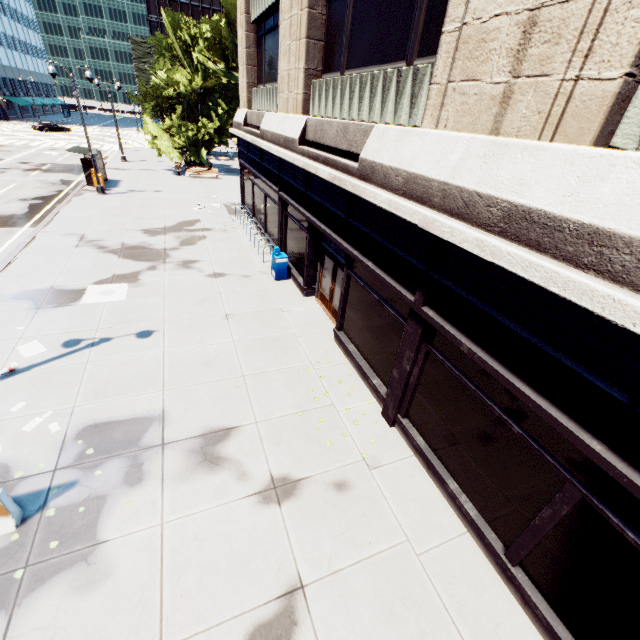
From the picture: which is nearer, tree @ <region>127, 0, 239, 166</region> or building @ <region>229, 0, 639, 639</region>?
building @ <region>229, 0, 639, 639</region>

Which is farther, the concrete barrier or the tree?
the tree

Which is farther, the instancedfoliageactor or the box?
the box

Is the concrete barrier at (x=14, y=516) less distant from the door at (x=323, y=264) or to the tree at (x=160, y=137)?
the door at (x=323, y=264)

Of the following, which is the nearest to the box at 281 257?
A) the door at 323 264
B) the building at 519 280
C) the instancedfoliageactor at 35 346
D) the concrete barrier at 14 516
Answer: the building at 519 280

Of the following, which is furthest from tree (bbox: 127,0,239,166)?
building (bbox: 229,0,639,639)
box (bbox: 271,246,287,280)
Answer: box (bbox: 271,246,287,280)

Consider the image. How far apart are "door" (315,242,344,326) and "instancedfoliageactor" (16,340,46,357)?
8.4m

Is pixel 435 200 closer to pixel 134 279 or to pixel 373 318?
pixel 373 318
